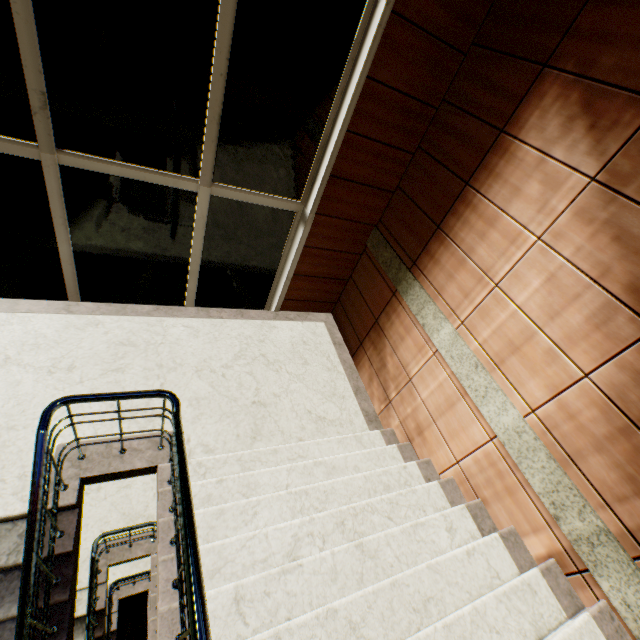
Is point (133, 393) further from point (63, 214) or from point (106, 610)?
point (106, 610)
